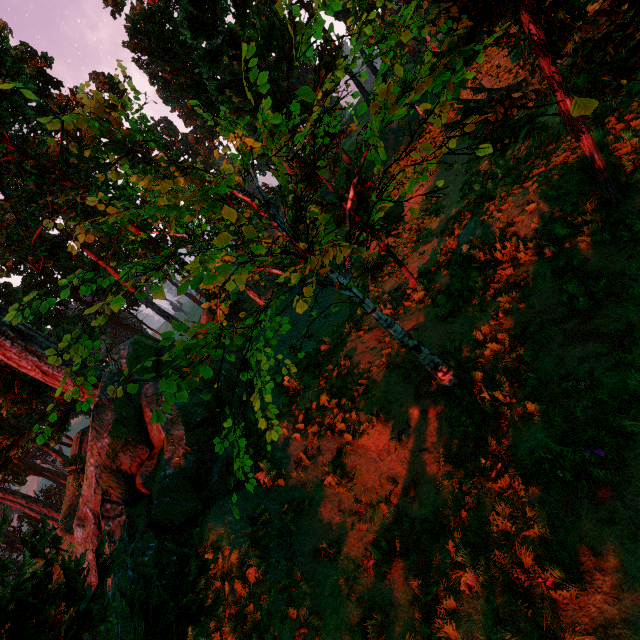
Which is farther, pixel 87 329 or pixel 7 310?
pixel 87 329
